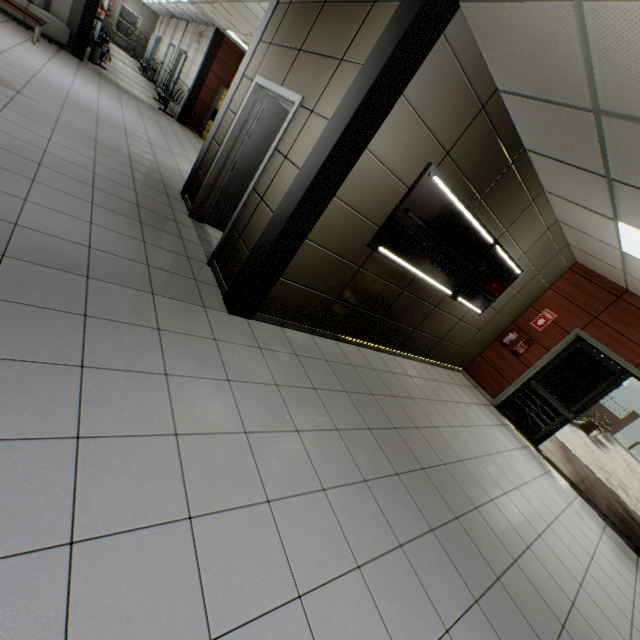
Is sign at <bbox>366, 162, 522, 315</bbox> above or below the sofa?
above

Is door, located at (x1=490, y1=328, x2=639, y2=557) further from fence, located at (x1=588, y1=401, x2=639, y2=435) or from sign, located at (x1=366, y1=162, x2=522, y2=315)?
fence, located at (x1=588, y1=401, x2=639, y2=435)

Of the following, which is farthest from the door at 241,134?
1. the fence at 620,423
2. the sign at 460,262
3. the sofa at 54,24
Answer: the fence at 620,423

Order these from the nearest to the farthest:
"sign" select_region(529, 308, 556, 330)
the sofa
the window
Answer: "sign" select_region(529, 308, 556, 330) → the sofa → the window

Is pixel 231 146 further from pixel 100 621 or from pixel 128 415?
pixel 100 621

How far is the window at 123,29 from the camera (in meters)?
21.88

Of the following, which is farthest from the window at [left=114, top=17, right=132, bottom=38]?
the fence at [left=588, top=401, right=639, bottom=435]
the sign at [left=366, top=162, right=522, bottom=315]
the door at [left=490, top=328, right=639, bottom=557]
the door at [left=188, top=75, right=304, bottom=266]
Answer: the fence at [left=588, top=401, right=639, bottom=435]

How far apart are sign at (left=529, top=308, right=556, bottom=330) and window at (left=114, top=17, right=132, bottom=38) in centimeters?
3094cm
